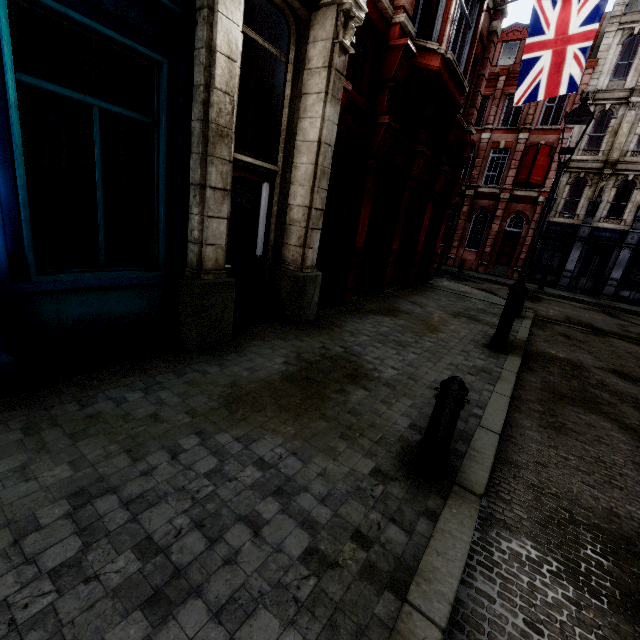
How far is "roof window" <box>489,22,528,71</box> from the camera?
22.8m

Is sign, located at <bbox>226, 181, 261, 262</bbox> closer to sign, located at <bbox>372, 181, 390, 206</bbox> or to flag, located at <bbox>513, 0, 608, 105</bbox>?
sign, located at <bbox>372, 181, 390, 206</bbox>

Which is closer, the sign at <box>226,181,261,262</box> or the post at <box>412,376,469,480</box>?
the post at <box>412,376,469,480</box>

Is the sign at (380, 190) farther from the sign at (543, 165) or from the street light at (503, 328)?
the sign at (543, 165)

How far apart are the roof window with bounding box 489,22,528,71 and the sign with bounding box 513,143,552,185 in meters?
5.5 m

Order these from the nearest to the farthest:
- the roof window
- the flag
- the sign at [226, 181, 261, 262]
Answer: the sign at [226, 181, 261, 262], the flag, the roof window

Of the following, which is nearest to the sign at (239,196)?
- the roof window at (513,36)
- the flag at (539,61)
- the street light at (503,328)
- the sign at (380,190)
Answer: the sign at (380,190)

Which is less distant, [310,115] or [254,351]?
[254,351]
